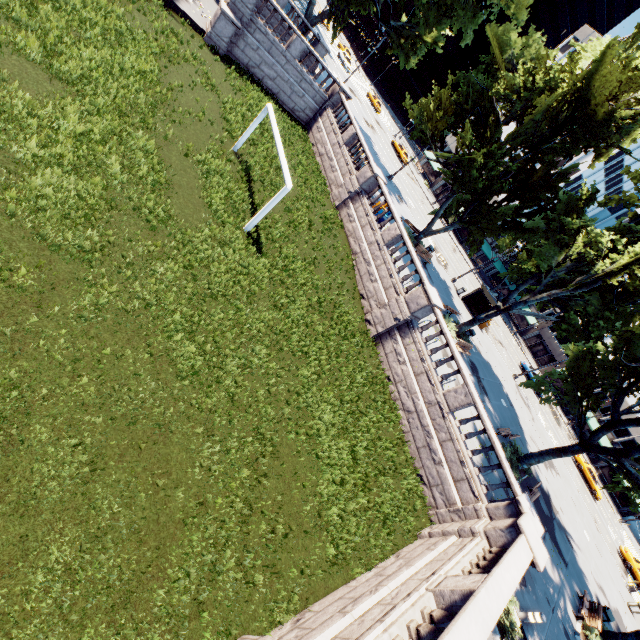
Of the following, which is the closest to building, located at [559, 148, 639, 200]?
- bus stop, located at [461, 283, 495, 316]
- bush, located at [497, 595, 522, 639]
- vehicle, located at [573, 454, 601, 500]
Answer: bus stop, located at [461, 283, 495, 316]

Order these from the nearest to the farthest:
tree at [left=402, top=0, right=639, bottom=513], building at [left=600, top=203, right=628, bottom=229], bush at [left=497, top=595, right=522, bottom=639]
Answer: bush at [left=497, top=595, right=522, bottom=639], tree at [left=402, top=0, right=639, bottom=513], building at [left=600, top=203, right=628, bottom=229]

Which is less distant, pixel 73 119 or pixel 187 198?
pixel 73 119

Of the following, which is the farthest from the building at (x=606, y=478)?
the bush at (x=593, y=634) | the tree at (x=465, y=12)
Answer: the bush at (x=593, y=634)

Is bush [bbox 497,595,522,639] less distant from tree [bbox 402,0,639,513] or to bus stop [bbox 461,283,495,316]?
tree [bbox 402,0,639,513]

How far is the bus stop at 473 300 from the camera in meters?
33.4 m

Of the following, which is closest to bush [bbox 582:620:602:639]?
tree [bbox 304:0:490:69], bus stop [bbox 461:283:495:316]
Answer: tree [bbox 304:0:490:69]

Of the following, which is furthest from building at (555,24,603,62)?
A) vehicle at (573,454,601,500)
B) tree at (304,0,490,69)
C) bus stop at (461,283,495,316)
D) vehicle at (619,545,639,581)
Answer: vehicle at (619,545,639,581)
